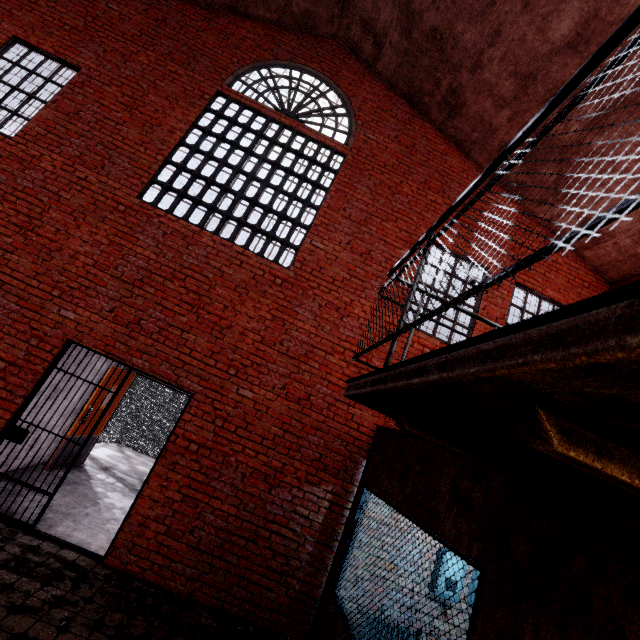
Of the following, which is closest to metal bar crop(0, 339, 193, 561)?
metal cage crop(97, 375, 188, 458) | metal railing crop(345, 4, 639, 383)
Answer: metal cage crop(97, 375, 188, 458)

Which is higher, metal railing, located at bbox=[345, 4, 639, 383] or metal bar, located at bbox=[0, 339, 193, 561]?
metal railing, located at bbox=[345, 4, 639, 383]

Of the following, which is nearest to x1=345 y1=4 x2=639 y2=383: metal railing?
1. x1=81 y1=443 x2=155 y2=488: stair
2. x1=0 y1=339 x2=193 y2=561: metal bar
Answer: x1=0 y1=339 x2=193 y2=561: metal bar

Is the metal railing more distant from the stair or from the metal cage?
the stair

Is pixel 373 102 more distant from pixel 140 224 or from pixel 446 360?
pixel 446 360

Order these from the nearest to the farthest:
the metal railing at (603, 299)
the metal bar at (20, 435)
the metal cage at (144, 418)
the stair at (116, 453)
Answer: the metal railing at (603, 299) → the metal bar at (20, 435) → the stair at (116, 453) → the metal cage at (144, 418)

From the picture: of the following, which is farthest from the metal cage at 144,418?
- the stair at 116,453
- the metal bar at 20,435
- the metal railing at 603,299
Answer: the metal railing at 603,299
